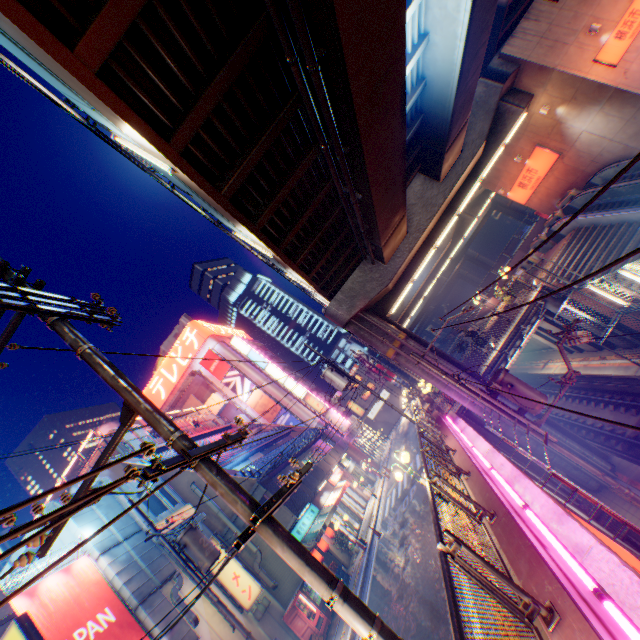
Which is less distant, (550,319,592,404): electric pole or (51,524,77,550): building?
(550,319,592,404): electric pole

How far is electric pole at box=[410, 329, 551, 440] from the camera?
10.7 meters

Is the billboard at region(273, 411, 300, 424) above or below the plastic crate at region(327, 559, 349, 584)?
above

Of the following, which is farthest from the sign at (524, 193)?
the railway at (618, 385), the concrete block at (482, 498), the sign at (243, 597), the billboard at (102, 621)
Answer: the billboard at (102, 621)

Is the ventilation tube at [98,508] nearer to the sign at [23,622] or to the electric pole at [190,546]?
the electric pole at [190,546]

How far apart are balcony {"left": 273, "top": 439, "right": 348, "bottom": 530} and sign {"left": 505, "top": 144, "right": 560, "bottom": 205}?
27.5m

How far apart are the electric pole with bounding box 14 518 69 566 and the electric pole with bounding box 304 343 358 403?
14.6m

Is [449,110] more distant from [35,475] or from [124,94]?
[35,475]
